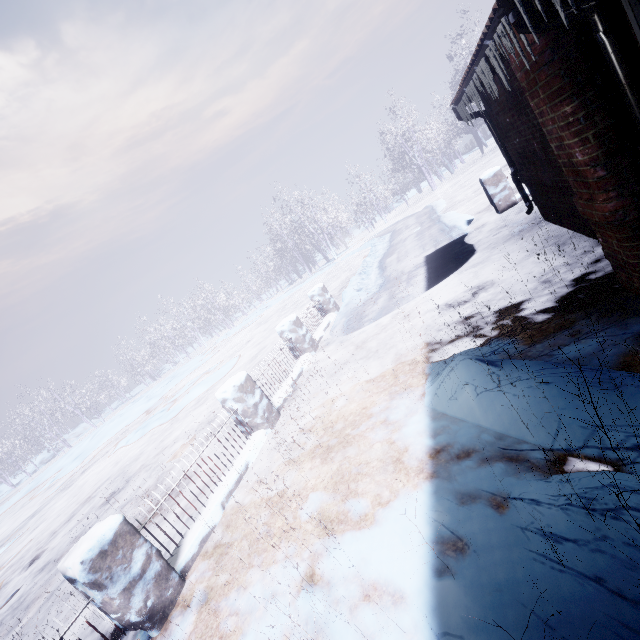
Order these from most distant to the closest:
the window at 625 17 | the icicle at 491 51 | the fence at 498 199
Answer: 1. the fence at 498 199
2. the icicle at 491 51
3. the window at 625 17

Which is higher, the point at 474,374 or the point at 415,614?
the point at 474,374

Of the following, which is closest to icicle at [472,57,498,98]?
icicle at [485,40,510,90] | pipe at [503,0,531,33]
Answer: icicle at [485,40,510,90]

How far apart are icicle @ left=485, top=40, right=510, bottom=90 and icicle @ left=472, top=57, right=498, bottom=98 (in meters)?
0.57

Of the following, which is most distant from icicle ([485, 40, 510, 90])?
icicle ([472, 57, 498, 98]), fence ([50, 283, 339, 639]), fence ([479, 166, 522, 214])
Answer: fence ([479, 166, 522, 214])

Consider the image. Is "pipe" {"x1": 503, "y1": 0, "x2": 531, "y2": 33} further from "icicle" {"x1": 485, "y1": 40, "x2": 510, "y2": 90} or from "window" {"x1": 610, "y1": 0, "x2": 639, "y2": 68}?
"icicle" {"x1": 485, "y1": 40, "x2": 510, "y2": 90}

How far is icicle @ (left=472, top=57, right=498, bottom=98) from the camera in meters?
2.7

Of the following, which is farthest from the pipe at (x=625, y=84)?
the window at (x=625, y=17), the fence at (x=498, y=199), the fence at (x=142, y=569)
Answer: the fence at (x=498, y=199)
